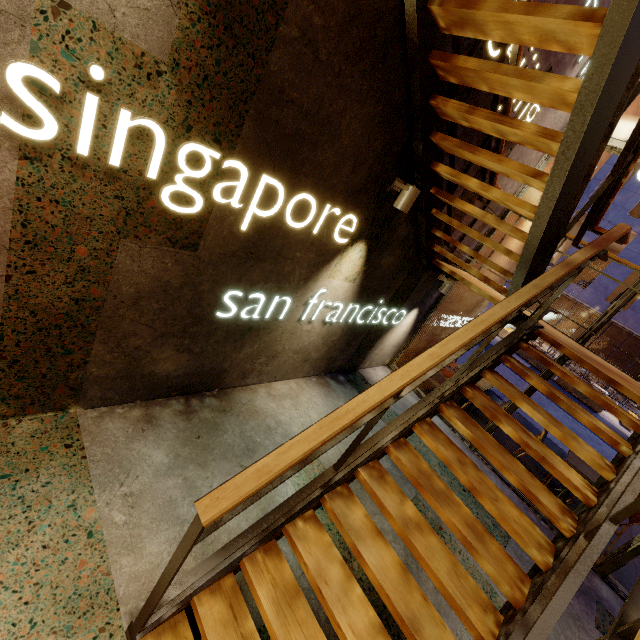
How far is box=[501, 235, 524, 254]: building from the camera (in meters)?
5.97

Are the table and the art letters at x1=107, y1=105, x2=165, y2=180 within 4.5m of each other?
no

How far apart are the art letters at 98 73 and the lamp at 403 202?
2.39m

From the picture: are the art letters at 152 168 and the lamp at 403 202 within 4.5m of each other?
yes

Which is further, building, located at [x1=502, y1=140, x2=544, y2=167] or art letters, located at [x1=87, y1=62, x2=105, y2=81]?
building, located at [x1=502, y1=140, x2=544, y2=167]

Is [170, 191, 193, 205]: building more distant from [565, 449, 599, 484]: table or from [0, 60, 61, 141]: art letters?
[565, 449, 599, 484]: table

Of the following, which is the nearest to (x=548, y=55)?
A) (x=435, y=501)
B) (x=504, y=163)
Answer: (x=504, y=163)

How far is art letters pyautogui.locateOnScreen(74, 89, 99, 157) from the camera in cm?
153
